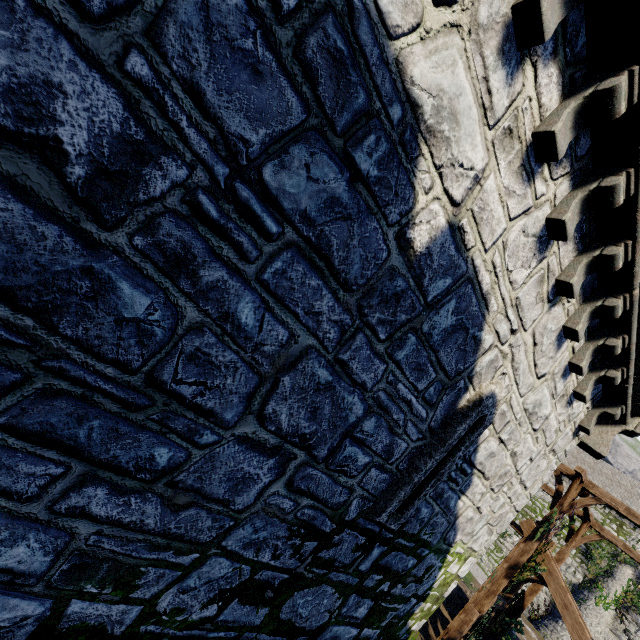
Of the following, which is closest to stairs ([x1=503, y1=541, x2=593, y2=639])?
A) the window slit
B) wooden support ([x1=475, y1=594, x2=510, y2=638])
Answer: wooden support ([x1=475, y1=594, x2=510, y2=638])

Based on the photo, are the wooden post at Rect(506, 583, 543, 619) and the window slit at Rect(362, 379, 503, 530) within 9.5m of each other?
no

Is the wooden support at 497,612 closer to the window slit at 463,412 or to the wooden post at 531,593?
the wooden post at 531,593

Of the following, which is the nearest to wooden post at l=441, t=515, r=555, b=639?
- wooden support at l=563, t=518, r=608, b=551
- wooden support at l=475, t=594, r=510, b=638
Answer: wooden support at l=475, t=594, r=510, b=638

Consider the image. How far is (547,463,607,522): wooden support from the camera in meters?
10.7 m

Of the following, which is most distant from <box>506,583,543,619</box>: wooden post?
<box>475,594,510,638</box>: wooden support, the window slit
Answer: the window slit

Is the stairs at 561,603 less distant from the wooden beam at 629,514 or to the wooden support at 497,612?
the wooden support at 497,612

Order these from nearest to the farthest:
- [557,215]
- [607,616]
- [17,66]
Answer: [17,66], [557,215], [607,616]
